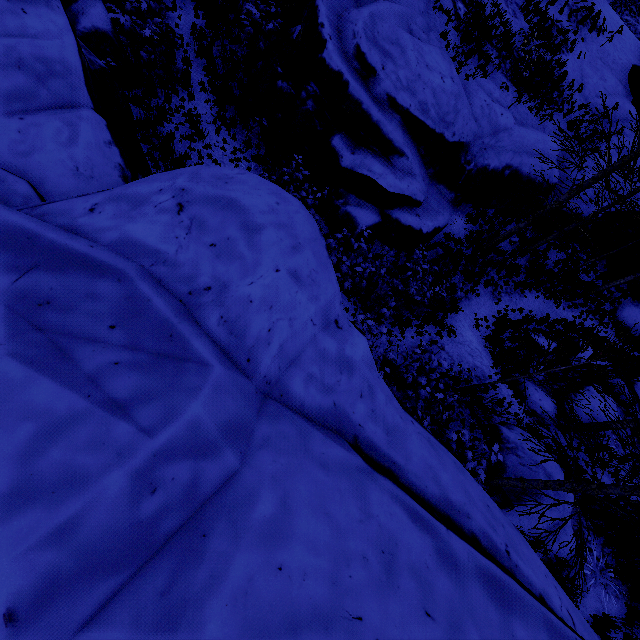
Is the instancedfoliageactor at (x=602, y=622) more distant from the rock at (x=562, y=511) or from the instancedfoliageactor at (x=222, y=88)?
the instancedfoliageactor at (x=222, y=88)

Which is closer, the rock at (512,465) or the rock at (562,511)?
the rock at (562,511)

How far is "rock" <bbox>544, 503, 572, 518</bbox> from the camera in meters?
8.2 m

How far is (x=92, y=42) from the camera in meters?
8.4 m

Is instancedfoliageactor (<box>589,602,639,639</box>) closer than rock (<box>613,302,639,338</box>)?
Yes

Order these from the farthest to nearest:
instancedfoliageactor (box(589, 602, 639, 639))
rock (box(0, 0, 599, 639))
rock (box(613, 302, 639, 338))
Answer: rock (box(613, 302, 639, 338)) → instancedfoliageactor (box(589, 602, 639, 639)) → rock (box(0, 0, 599, 639))

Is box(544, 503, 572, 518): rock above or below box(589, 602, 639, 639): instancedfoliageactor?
below

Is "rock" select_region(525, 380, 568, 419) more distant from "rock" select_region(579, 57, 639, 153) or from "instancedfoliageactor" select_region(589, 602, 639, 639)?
"rock" select_region(579, 57, 639, 153)
